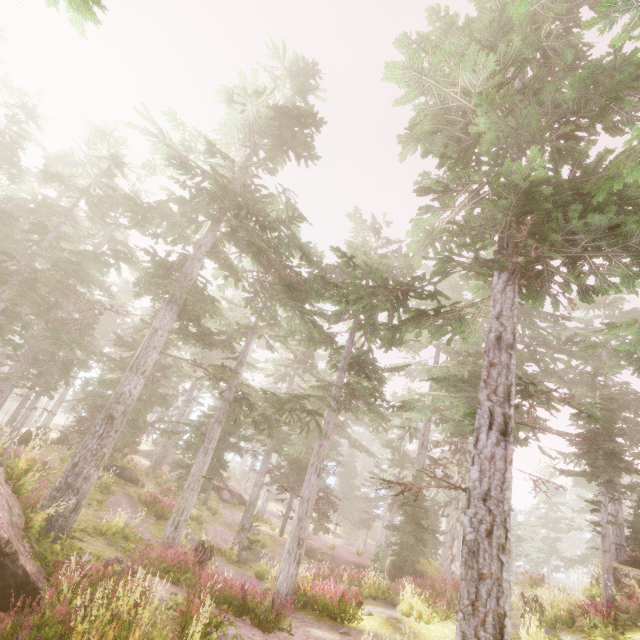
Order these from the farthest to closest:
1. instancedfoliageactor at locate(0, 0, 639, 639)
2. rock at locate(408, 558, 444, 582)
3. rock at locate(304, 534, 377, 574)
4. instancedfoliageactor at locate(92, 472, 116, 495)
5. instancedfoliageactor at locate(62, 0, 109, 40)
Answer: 1. rock at locate(304, 534, 377, 574)
2. instancedfoliageactor at locate(92, 472, 116, 495)
3. rock at locate(408, 558, 444, 582)
4. instancedfoliageactor at locate(0, 0, 639, 639)
5. instancedfoliageactor at locate(62, 0, 109, 40)

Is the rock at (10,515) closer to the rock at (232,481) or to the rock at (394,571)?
the rock at (394,571)

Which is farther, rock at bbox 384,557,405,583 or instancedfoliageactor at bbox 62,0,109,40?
rock at bbox 384,557,405,583

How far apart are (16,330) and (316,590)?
16.47m

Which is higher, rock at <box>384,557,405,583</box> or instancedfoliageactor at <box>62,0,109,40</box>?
instancedfoliageactor at <box>62,0,109,40</box>

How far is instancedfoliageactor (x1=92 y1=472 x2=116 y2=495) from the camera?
17.7m

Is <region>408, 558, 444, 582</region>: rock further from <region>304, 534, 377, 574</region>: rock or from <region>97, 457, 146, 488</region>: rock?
<region>97, 457, 146, 488</region>: rock

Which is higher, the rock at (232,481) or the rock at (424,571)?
the rock at (424,571)
